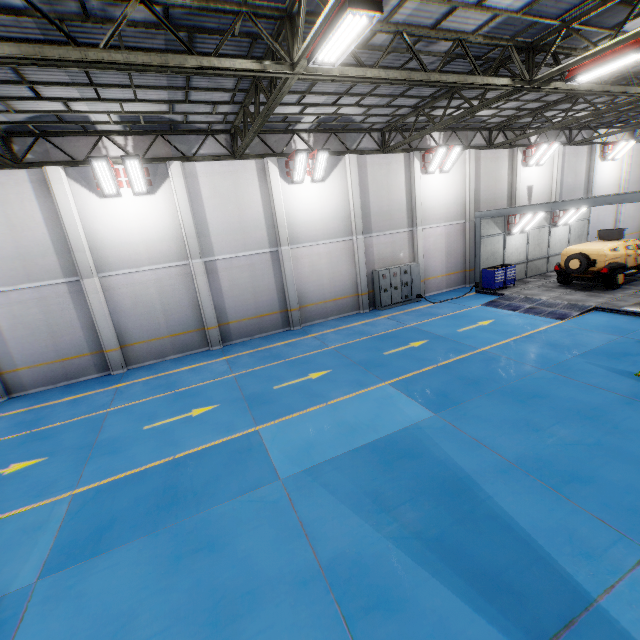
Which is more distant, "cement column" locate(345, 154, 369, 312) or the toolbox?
the toolbox

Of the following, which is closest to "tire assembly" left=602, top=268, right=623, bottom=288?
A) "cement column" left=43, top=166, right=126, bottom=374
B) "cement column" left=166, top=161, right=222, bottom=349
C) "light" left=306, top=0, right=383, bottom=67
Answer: "light" left=306, top=0, right=383, bottom=67

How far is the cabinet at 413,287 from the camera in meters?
17.3

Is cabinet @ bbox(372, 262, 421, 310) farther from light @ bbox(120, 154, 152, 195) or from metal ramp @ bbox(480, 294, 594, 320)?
light @ bbox(120, 154, 152, 195)

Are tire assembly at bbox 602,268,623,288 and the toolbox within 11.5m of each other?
yes

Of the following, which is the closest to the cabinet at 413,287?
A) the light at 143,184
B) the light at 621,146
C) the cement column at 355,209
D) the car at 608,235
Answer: the cement column at 355,209

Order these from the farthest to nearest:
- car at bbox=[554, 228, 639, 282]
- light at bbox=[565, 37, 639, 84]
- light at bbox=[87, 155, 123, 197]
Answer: car at bbox=[554, 228, 639, 282]
light at bbox=[87, 155, 123, 197]
light at bbox=[565, 37, 639, 84]

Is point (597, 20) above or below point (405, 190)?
above
